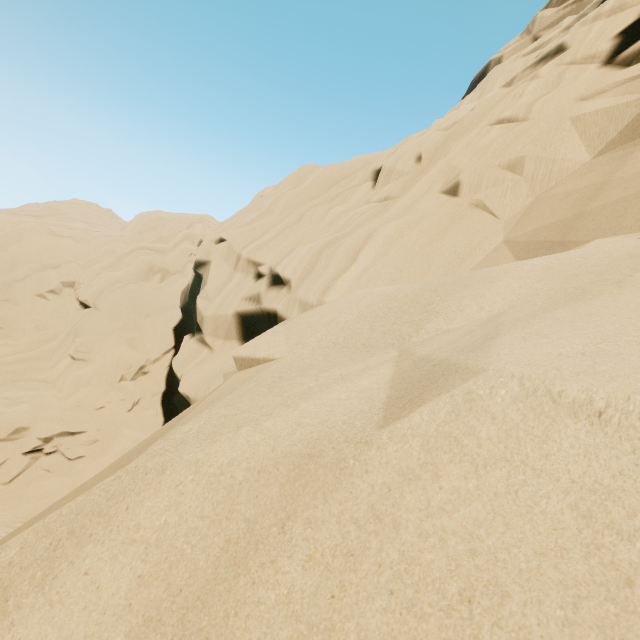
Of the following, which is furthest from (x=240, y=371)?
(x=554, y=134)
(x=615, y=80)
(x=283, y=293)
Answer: (x=615, y=80)
